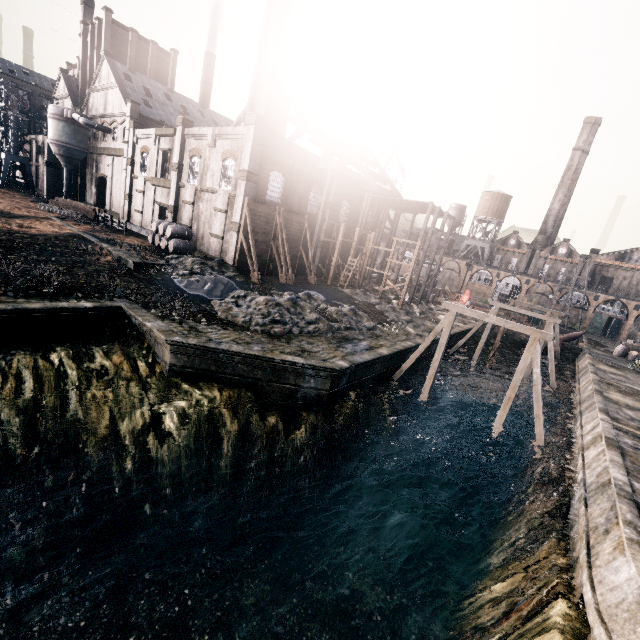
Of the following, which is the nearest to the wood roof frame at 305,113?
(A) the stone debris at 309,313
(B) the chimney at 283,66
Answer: (B) the chimney at 283,66

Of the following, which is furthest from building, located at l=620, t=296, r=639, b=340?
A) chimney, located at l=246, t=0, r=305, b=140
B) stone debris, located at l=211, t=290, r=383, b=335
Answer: stone debris, located at l=211, t=290, r=383, b=335

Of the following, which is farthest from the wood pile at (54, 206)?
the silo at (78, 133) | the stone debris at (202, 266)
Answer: the stone debris at (202, 266)

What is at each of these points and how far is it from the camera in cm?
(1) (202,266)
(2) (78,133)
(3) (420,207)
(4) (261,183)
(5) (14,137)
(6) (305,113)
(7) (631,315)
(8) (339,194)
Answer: (1) stone debris, 2712
(2) silo, 4859
(3) wooden scaffolding, 3978
(4) building, 2989
(5) crane, 5209
(6) wood roof frame, 3522
(7) building, 5928
(8) building, 3875

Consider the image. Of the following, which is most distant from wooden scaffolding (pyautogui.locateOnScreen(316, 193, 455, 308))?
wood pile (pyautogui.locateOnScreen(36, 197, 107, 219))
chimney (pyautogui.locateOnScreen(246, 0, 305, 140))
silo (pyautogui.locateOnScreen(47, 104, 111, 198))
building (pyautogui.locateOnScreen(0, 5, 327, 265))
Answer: silo (pyautogui.locateOnScreen(47, 104, 111, 198))

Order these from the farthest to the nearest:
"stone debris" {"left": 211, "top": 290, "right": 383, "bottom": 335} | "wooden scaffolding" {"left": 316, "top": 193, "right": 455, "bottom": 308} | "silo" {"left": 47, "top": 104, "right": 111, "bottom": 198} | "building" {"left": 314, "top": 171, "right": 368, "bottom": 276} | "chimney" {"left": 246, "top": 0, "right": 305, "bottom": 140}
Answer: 1. "silo" {"left": 47, "top": 104, "right": 111, "bottom": 198}
2. "building" {"left": 314, "top": 171, "right": 368, "bottom": 276}
3. "wooden scaffolding" {"left": 316, "top": 193, "right": 455, "bottom": 308}
4. "chimney" {"left": 246, "top": 0, "right": 305, "bottom": 140}
5. "stone debris" {"left": 211, "top": 290, "right": 383, "bottom": 335}

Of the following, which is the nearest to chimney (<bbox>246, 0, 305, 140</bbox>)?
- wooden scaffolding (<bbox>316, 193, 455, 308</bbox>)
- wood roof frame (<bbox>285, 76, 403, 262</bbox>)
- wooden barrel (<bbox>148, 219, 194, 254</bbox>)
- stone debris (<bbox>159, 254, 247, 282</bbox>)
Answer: wood roof frame (<bbox>285, 76, 403, 262</bbox>)

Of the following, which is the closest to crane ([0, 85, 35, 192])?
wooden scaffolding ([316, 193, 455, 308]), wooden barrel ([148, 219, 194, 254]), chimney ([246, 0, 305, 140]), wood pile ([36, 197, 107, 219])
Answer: wood pile ([36, 197, 107, 219])
